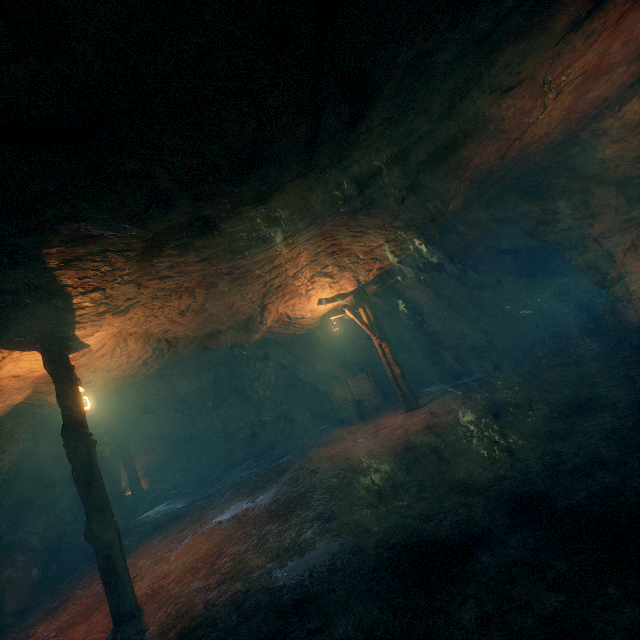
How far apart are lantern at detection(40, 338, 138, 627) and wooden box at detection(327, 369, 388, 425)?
9.5 meters

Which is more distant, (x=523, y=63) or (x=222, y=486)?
(x=222, y=486)

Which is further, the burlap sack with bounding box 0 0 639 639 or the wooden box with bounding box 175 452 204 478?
the wooden box with bounding box 175 452 204 478

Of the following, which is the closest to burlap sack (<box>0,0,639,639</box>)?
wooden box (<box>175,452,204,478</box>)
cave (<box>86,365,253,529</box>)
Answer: cave (<box>86,365,253,529</box>)

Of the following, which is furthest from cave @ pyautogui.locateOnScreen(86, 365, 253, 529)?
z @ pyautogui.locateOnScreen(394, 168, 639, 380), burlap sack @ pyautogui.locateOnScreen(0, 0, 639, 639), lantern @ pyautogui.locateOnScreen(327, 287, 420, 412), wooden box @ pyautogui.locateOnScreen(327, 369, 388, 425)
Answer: z @ pyautogui.locateOnScreen(394, 168, 639, 380)

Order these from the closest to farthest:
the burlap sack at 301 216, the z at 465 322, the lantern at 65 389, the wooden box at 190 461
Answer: the burlap sack at 301 216
the lantern at 65 389
the z at 465 322
the wooden box at 190 461

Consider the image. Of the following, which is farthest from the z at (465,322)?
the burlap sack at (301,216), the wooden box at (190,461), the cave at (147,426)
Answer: the wooden box at (190,461)

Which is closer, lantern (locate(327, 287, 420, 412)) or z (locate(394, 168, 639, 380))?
z (locate(394, 168, 639, 380))
